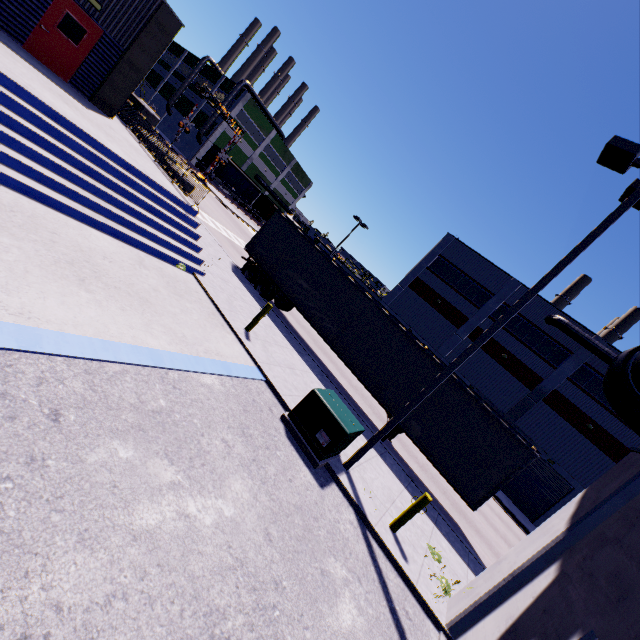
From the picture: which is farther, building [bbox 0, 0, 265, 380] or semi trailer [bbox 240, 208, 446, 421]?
semi trailer [bbox 240, 208, 446, 421]

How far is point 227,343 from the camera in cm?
895

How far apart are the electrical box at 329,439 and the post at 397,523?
1.8m

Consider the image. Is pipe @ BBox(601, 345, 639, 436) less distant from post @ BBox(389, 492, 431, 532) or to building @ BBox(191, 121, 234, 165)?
building @ BBox(191, 121, 234, 165)

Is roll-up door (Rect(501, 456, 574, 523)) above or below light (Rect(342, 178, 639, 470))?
A: below

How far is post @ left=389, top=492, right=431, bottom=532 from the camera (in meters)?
7.30

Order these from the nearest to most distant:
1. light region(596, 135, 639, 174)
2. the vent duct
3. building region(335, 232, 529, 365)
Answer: light region(596, 135, 639, 174)
the vent duct
building region(335, 232, 529, 365)

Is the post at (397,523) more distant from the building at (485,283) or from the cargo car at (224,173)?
the cargo car at (224,173)
